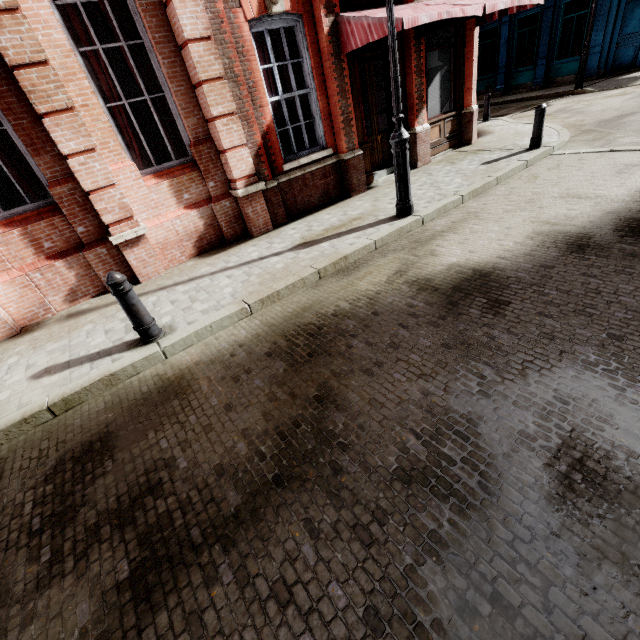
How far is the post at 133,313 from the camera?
3.8 meters

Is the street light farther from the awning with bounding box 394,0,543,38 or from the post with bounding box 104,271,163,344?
the post with bounding box 104,271,163,344

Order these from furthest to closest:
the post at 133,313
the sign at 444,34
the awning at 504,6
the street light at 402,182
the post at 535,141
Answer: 1. the sign at 444,34
2. the post at 535,141
3. the awning at 504,6
4. the street light at 402,182
5. the post at 133,313

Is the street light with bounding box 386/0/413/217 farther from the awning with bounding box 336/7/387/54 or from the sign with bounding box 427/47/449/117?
→ the sign with bounding box 427/47/449/117

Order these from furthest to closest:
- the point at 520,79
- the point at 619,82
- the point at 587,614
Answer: the point at 520,79 → the point at 619,82 → the point at 587,614

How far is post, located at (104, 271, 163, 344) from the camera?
3.8 meters

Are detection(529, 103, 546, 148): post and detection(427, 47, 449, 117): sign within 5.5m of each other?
yes

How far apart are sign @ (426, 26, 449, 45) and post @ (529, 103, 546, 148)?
3.25m
